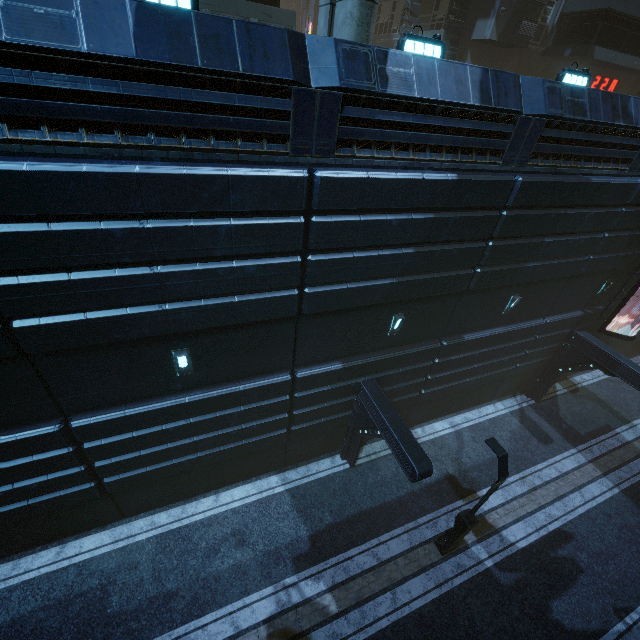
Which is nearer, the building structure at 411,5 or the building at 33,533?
the building at 33,533

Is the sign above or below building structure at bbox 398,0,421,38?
below

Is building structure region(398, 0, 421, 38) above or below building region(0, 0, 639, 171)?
above

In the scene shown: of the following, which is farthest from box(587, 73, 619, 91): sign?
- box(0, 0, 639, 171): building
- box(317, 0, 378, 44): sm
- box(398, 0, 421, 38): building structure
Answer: box(317, 0, 378, 44): sm

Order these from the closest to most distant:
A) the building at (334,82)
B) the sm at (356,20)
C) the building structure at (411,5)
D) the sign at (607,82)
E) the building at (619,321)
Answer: the building at (334,82)
the sm at (356,20)
the building at (619,321)
the building structure at (411,5)
the sign at (607,82)

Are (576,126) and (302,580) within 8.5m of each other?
no

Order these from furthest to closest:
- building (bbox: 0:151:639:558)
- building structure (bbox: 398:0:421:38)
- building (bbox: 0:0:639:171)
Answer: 1. building structure (bbox: 398:0:421:38)
2. building (bbox: 0:151:639:558)
3. building (bbox: 0:0:639:171)

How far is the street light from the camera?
9.0 meters
